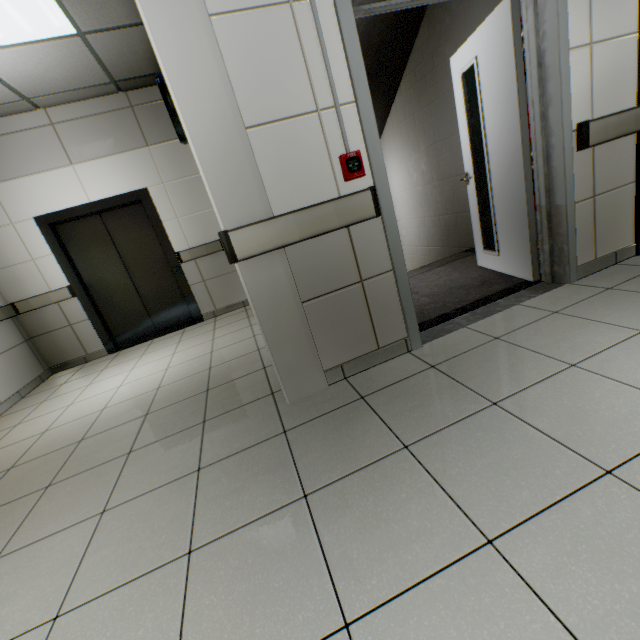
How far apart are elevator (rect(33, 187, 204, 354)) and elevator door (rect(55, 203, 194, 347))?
0.0m

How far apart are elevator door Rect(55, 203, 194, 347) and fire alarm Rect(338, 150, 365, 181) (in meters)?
3.99

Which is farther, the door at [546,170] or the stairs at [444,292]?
the stairs at [444,292]

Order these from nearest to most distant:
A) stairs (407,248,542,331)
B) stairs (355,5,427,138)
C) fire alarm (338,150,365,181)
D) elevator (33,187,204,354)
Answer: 1. fire alarm (338,150,365,181)
2. stairs (407,248,542,331)
3. stairs (355,5,427,138)
4. elevator (33,187,204,354)

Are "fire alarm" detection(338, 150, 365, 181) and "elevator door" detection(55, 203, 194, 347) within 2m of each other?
no

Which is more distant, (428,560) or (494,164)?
(494,164)

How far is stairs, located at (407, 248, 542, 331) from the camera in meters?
2.7 m

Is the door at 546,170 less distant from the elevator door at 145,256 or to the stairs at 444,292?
the stairs at 444,292
